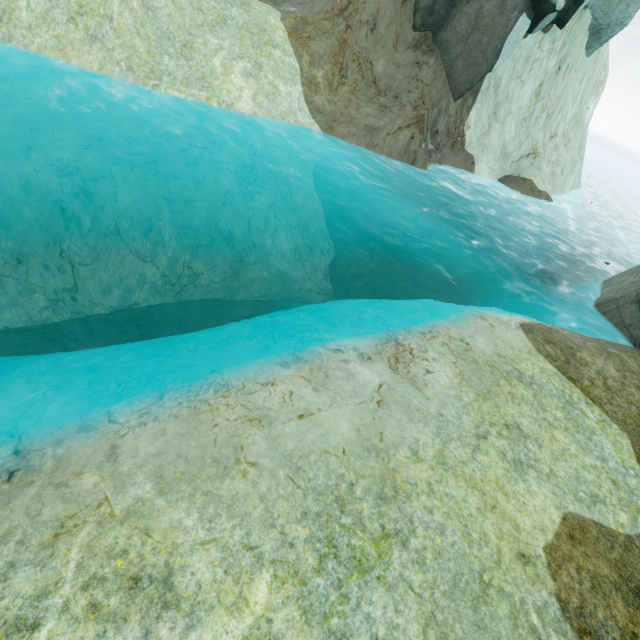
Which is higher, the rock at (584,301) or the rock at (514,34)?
the rock at (514,34)

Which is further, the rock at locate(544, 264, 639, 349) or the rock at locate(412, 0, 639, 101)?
the rock at locate(412, 0, 639, 101)

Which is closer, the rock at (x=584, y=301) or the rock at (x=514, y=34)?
the rock at (x=584, y=301)

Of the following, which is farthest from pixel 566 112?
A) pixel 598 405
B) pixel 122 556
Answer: pixel 122 556

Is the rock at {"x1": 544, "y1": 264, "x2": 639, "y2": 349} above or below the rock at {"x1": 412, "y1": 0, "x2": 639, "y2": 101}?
below
